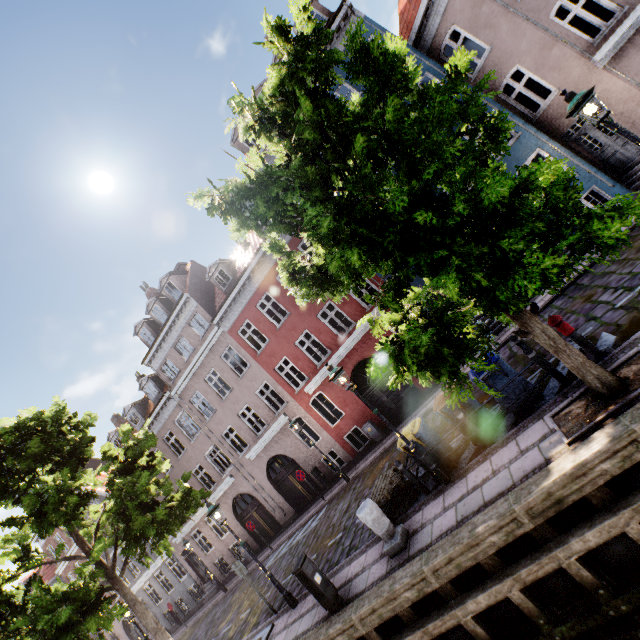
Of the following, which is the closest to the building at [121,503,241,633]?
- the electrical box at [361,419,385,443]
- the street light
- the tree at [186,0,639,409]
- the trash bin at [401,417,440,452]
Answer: the electrical box at [361,419,385,443]

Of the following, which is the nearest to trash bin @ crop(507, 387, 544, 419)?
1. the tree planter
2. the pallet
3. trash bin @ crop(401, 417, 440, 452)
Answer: the tree planter

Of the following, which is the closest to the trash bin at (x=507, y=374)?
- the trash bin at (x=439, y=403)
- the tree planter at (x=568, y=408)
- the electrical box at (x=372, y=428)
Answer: the trash bin at (x=439, y=403)

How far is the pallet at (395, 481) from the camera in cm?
809

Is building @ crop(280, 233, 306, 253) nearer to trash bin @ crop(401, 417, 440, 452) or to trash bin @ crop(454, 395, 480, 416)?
trash bin @ crop(454, 395, 480, 416)

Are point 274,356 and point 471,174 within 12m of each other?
no

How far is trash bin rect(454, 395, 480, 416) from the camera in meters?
7.6 m

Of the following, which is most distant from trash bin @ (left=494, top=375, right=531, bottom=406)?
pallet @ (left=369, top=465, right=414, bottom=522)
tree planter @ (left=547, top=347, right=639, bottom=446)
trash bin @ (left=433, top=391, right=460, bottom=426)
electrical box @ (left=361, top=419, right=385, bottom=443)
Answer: electrical box @ (left=361, top=419, right=385, bottom=443)
